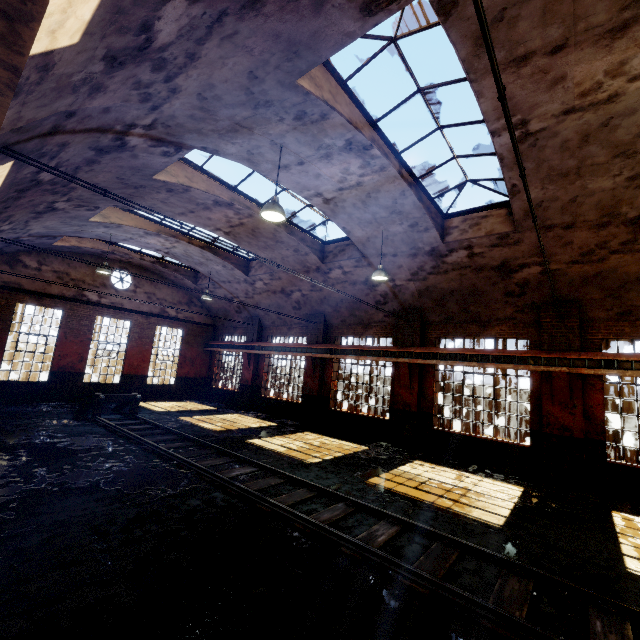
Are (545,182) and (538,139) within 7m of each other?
yes

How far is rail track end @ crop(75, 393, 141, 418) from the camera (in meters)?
12.59

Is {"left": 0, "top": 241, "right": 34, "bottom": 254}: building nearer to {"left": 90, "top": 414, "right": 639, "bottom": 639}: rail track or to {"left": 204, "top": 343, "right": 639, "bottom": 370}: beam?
{"left": 204, "top": 343, "right": 639, "bottom": 370}: beam

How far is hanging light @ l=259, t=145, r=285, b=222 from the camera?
6.5m

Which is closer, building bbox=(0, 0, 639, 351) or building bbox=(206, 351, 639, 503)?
building bbox=(0, 0, 639, 351)

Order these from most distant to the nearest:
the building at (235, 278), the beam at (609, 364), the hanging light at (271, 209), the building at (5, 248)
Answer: the building at (5, 248) → the beam at (609, 364) → the hanging light at (271, 209) → the building at (235, 278)

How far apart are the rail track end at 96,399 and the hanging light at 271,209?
10.6m

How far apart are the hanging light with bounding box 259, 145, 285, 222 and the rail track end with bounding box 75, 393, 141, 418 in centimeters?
1063cm
